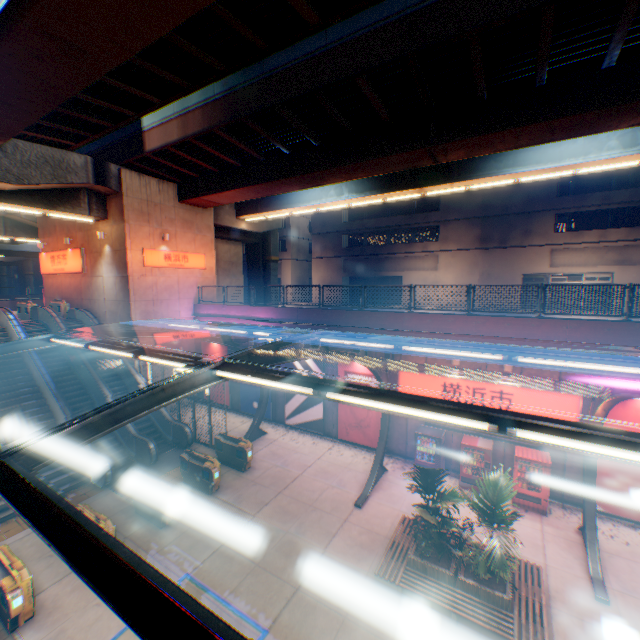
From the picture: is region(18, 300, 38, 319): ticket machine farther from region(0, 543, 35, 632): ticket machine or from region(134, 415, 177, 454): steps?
region(0, 543, 35, 632): ticket machine

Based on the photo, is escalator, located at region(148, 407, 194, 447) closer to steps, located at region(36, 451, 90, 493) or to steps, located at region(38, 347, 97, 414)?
steps, located at region(38, 347, 97, 414)

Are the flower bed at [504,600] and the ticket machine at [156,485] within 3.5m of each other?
no

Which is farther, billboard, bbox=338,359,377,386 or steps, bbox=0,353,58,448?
billboard, bbox=338,359,377,386

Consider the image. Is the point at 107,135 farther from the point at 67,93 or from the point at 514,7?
the point at 514,7

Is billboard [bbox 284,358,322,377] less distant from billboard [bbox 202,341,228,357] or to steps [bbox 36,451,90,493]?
billboard [bbox 202,341,228,357]

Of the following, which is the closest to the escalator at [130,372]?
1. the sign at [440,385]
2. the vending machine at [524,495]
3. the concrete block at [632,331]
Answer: the concrete block at [632,331]

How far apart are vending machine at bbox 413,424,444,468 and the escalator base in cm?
1019
